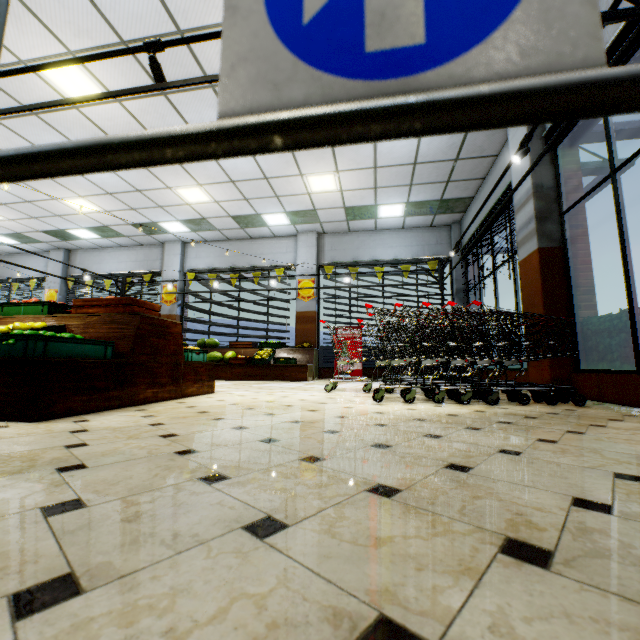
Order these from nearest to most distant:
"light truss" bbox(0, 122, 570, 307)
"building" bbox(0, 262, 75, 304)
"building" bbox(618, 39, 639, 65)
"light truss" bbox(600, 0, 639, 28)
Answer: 1. "light truss" bbox(600, 0, 639, 28)
2. "building" bbox(618, 39, 639, 65)
3. "light truss" bbox(0, 122, 570, 307)
4. "building" bbox(0, 262, 75, 304)

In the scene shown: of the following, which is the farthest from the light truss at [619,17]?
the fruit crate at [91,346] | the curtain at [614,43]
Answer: the fruit crate at [91,346]

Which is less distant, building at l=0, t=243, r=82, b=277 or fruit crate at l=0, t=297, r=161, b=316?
fruit crate at l=0, t=297, r=161, b=316

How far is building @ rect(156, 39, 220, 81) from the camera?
4.7m

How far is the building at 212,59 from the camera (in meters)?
4.67

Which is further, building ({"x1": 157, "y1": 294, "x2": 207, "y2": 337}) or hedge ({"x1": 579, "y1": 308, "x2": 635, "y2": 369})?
building ({"x1": 157, "y1": 294, "x2": 207, "y2": 337})

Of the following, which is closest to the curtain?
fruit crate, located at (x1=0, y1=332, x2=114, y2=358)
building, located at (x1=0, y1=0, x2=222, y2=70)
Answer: building, located at (x1=0, y1=0, x2=222, y2=70)

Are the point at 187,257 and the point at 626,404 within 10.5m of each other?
no
